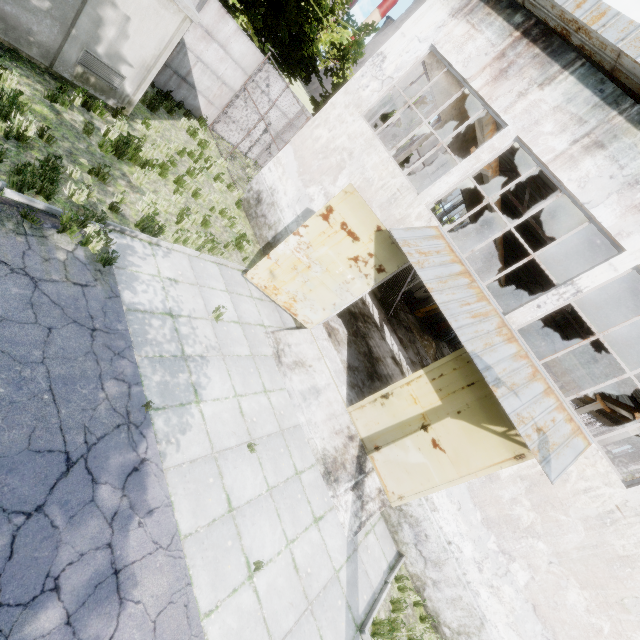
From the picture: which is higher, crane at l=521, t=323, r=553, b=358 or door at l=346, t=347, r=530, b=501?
crane at l=521, t=323, r=553, b=358

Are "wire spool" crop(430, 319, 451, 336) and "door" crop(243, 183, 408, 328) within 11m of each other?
no

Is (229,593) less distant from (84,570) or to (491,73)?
(84,570)

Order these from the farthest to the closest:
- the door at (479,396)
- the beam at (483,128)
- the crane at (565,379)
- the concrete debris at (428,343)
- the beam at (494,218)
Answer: the concrete debris at (428,343), the crane at (565,379), the beam at (494,218), the beam at (483,128), the door at (479,396)

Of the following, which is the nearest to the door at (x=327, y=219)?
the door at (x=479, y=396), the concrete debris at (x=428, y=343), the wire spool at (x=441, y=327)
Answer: the door at (x=479, y=396)

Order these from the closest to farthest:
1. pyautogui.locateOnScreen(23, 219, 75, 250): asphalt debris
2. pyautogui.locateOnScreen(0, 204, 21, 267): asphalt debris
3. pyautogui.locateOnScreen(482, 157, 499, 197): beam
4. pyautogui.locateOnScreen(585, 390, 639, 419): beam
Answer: pyautogui.locateOnScreen(0, 204, 21, 267): asphalt debris
pyautogui.locateOnScreen(23, 219, 75, 250): asphalt debris
pyautogui.locateOnScreen(482, 157, 499, 197): beam
pyautogui.locateOnScreen(585, 390, 639, 419): beam

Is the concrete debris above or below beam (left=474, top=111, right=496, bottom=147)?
below
